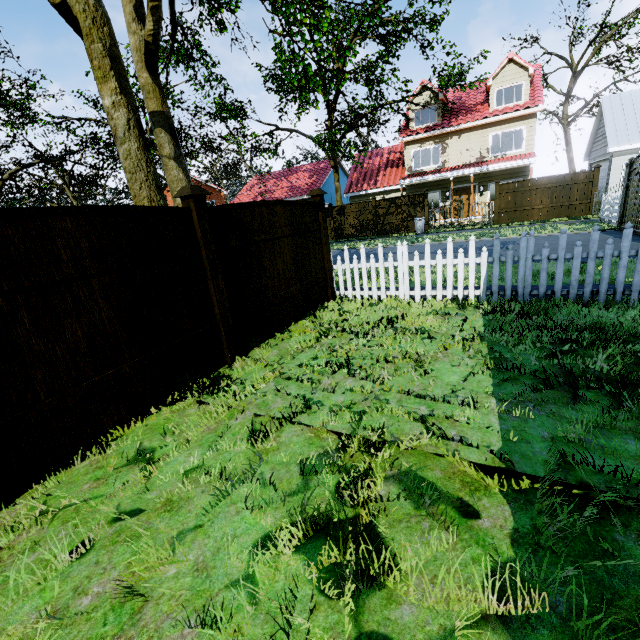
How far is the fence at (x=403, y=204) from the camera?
20.5 meters

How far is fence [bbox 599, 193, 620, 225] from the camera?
13.1 meters

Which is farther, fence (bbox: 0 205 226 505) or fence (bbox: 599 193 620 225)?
fence (bbox: 599 193 620 225)

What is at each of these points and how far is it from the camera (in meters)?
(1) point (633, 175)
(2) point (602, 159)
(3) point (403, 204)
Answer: (1) gate, 11.62
(2) garage door, 20.52
(3) fence, 20.89

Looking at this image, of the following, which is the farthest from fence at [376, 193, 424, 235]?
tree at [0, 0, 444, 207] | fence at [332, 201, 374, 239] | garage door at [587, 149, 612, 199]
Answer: garage door at [587, 149, 612, 199]

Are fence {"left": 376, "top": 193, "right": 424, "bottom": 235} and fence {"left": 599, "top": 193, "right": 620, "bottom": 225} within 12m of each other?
yes

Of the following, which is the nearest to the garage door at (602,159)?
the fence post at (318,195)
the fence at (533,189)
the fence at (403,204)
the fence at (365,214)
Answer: the fence at (533,189)

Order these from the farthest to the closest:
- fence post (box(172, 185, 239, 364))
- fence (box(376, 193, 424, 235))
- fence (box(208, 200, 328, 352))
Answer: fence (box(376, 193, 424, 235)), fence (box(208, 200, 328, 352)), fence post (box(172, 185, 239, 364))
